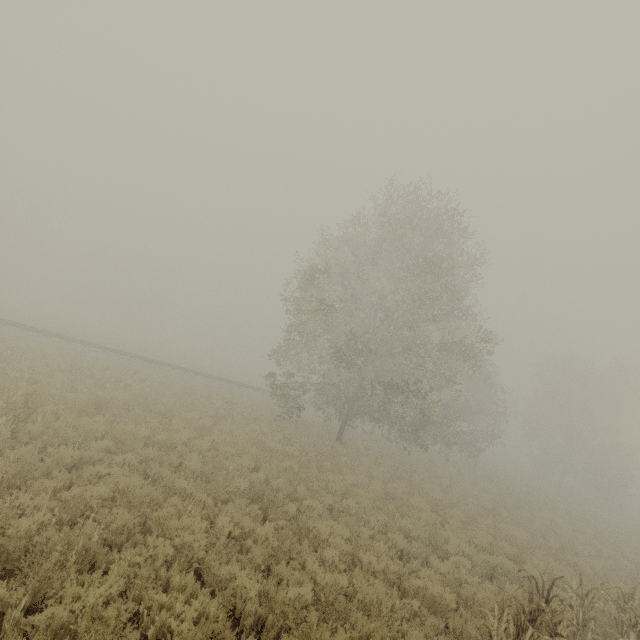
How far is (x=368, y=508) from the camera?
11.4 meters
